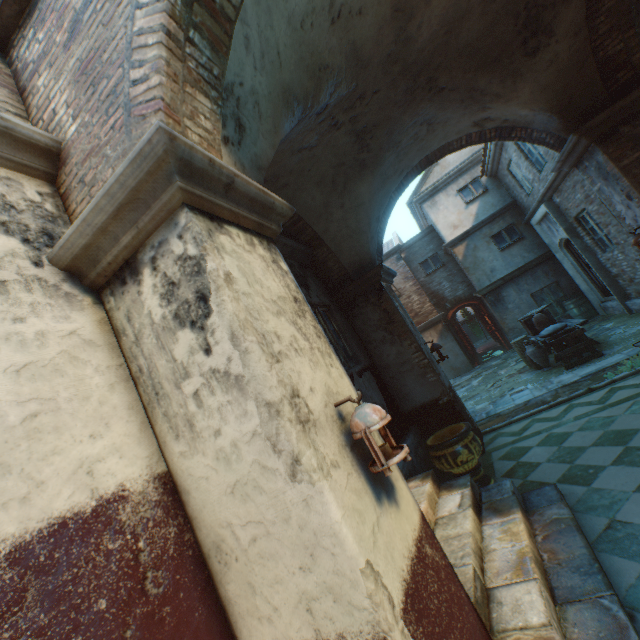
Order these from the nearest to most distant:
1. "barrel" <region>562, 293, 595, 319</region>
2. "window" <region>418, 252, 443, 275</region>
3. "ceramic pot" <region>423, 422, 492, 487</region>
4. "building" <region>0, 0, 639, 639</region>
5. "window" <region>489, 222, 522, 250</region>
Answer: "building" <region>0, 0, 639, 639</region>, "ceramic pot" <region>423, 422, 492, 487</region>, "barrel" <region>562, 293, 595, 319</region>, "window" <region>489, 222, 522, 250</region>, "window" <region>418, 252, 443, 275</region>

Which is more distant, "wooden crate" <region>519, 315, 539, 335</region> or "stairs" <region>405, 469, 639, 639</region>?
"wooden crate" <region>519, 315, 539, 335</region>

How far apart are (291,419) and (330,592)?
0.9 meters

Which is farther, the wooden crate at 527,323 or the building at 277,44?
the wooden crate at 527,323

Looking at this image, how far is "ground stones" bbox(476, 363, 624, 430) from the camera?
6.4m

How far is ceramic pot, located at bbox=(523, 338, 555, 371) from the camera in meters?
8.5 m

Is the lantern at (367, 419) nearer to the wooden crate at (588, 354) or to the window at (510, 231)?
the wooden crate at (588, 354)

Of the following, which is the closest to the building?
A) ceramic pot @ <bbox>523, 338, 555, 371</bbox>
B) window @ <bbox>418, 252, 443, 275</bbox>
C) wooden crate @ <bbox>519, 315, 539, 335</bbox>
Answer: Answer: window @ <bbox>418, 252, 443, 275</bbox>
